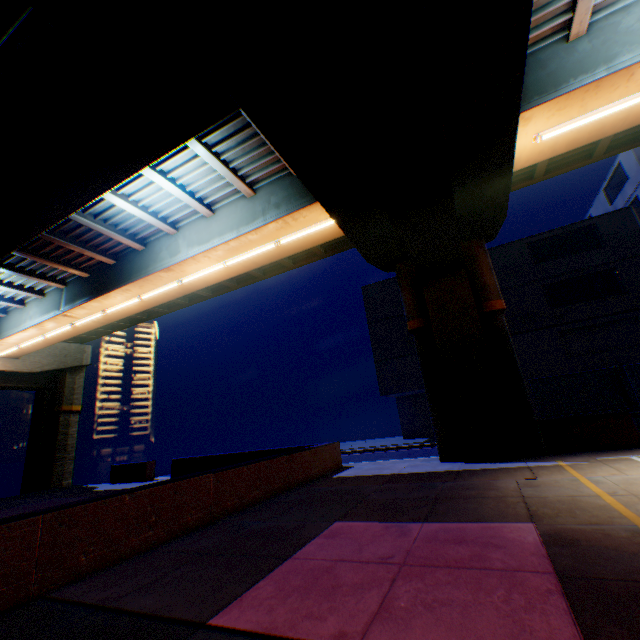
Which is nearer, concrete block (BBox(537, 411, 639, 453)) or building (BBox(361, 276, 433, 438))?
concrete block (BBox(537, 411, 639, 453))

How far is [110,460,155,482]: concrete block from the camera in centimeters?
1669cm

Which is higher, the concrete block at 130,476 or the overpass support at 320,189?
the overpass support at 320,189

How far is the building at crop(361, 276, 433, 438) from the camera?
22.3 meters

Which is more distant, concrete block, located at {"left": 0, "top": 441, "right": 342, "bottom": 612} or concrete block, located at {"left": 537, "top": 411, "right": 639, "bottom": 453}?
concrete block, located at {"left": 537, "top": 411, "right": 639, "bottom": 453}

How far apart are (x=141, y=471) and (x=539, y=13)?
22.4 meters

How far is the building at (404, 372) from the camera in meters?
22.3

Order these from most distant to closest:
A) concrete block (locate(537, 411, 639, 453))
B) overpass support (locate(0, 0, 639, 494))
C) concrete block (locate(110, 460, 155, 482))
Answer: concrete block (locate(110, 460, 155, 482)) < concrete block (locate(537, 411, 639, 453)) < overpass support (locate(0, 0, 639, 494))
